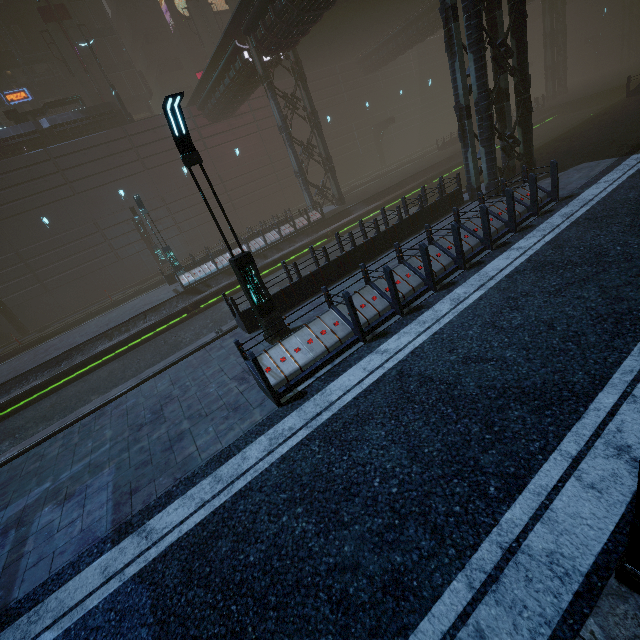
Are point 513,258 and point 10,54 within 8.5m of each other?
no

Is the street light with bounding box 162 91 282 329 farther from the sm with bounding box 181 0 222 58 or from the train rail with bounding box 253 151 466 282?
A: the sm with bounding box 181 0 222 58

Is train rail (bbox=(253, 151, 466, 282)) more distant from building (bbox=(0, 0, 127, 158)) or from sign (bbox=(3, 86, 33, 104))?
sign (bbox=(3, 86, 33, 104))

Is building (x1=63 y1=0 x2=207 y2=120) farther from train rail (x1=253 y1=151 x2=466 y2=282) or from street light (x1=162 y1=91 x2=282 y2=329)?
street light (x1=162 y1=91 x2=282 y2=329)

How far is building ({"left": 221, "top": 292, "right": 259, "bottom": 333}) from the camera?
9.5m

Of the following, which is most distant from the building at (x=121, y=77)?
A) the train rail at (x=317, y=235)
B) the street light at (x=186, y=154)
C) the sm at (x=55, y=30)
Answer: the street light at (x=186, y=154)

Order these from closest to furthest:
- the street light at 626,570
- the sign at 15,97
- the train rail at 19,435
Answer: the street light at 626,570 < the train rail at 19,435 < the sign at 15,97

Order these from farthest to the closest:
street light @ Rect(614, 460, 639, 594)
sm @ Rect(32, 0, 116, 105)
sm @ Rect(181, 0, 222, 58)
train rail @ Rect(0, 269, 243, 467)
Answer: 1. sm @ Rect(181, 0, 222, 58)
2. sm @ Rect(32, 0, 116, 105)
3. train rail @ Rect(0, 269, 243, 467)
4. street light @ Rect(614, 460, 639, 594)
